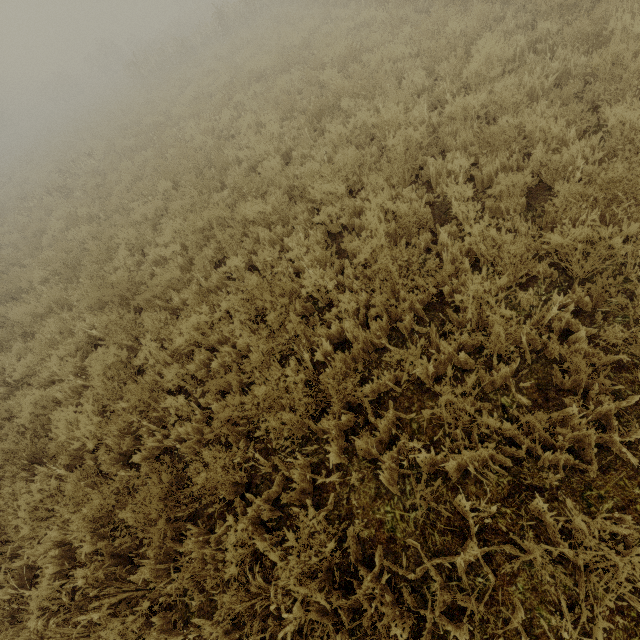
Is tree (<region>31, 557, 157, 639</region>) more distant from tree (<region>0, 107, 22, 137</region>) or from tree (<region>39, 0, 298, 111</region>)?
tree (<region>0, 107, 22, 137</region>)

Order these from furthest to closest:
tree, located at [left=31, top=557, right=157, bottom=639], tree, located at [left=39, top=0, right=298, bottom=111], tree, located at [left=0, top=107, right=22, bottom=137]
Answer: tree, located at [left=0, top=107, right=22, bottom=137]
tree, located at [left=39, top=0, right=298, bottom=111]
tree, located at [left=31, top=557, right=157, bottom=639]

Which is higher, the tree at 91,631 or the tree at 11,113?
the tree at 11,113

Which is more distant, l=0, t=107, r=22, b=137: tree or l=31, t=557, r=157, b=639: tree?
l=0, t=107, r=22, b=137: tree

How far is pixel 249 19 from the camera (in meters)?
20.09

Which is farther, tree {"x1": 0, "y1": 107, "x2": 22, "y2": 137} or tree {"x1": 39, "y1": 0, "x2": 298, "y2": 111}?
tree {"x1": 0, "y1": 107, "x2": 22, "y2": 137}

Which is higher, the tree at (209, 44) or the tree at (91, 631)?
the tree at (209, 44)

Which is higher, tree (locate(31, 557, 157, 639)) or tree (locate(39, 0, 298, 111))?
tree (locate(39, 0, 298, 111))
